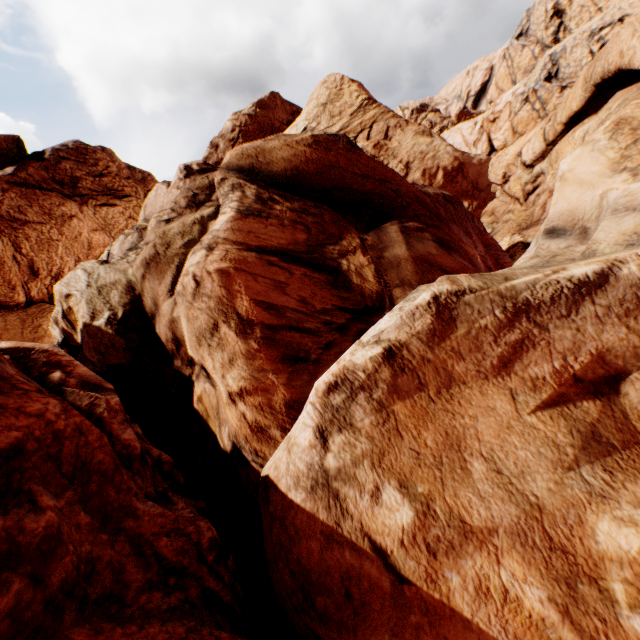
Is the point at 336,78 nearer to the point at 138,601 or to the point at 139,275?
the point at 139,275
